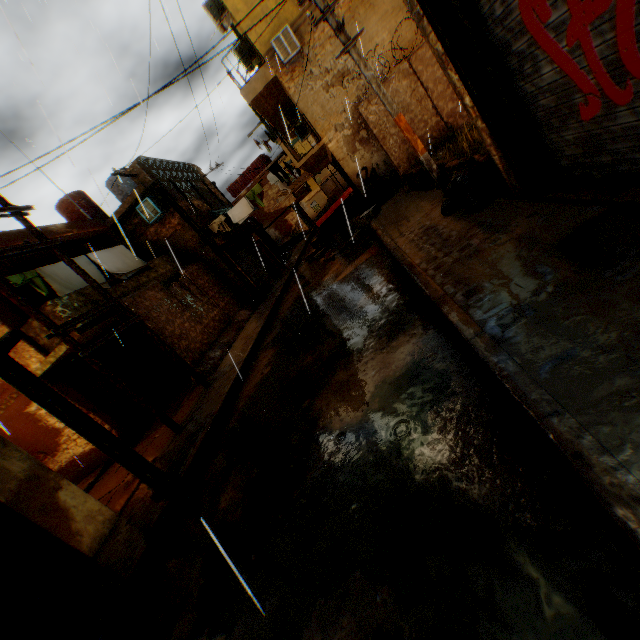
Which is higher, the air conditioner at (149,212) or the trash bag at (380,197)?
the air conditioner at (149,212)

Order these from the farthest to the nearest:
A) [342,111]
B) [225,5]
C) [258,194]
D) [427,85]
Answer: [258,194] → [342,111] → [225,5] → [427,85]

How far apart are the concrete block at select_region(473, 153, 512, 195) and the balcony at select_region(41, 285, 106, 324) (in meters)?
2.13

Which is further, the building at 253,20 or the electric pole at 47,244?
the building at 253,20

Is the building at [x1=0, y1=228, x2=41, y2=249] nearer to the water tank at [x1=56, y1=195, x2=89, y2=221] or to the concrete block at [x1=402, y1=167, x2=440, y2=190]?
the concrete block at [x1=402, y1=167, x2=440, y2=190]

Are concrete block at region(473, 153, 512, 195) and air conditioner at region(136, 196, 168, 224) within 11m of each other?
yes

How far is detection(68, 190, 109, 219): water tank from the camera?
15.95m

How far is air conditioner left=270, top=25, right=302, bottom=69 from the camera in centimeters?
1133cm
